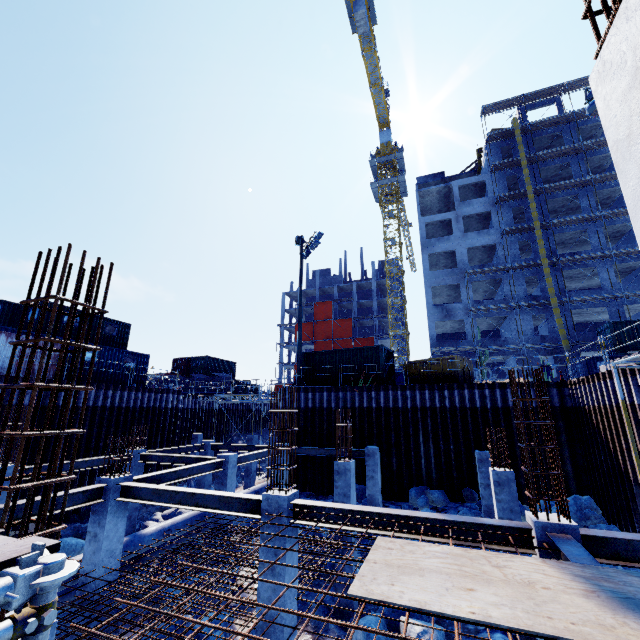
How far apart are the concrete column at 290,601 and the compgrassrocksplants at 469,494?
10.9m

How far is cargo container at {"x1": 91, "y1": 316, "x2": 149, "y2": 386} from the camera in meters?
20.7

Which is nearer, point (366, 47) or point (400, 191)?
point (366, 47)

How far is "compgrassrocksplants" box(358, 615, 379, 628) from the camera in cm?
821

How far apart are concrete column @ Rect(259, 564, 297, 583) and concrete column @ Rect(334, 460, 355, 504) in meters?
4.3 m

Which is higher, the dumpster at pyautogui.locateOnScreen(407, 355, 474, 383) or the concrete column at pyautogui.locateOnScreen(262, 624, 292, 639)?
the dumpster at pyautogui.locateOnScreen(407, 355, 474, 383)

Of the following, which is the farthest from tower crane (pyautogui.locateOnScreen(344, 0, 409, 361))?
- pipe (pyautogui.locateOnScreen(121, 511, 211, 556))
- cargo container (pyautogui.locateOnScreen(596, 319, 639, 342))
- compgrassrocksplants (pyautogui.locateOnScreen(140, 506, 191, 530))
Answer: compgrassrocksplants (pyautogui.locateOnScreen(140, 506, 191, 530))

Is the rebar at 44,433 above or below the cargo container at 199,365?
below
